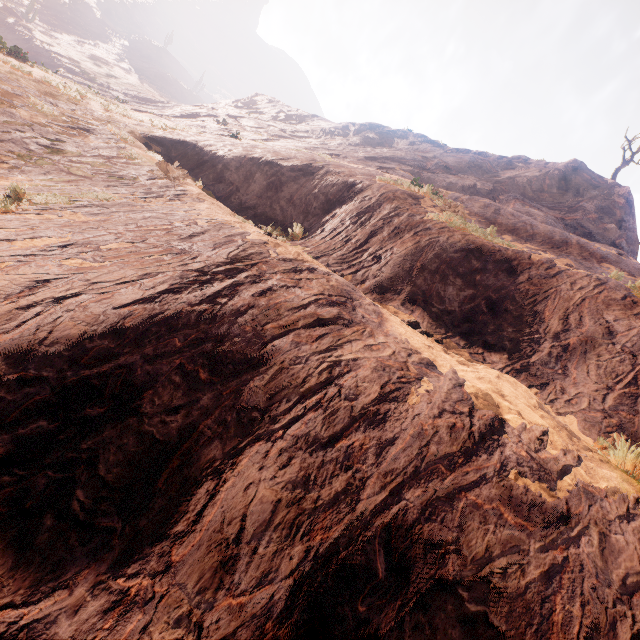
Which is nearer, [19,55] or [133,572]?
[133,572]
